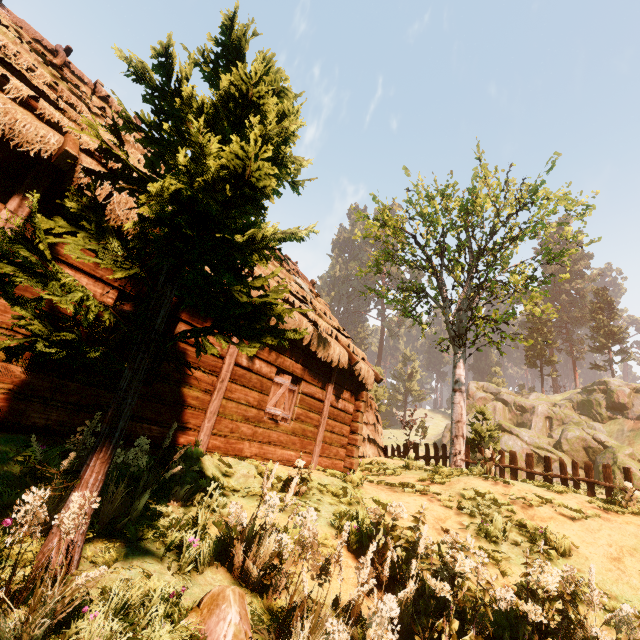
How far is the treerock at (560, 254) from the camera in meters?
13.2

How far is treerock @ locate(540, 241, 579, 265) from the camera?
13.2 meters

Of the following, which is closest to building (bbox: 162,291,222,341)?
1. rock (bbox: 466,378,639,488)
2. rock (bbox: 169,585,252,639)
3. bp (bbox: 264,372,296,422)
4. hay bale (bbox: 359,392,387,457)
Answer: bp (bbox: 264,372,296,422)

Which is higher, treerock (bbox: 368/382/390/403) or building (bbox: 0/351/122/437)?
treerock (bbox: 368/382/390/403)

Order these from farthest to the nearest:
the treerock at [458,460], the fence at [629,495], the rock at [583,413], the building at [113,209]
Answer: the rock at [583,413] < the treerock at [458,460] < the fence at [629,495] < the building at [113,209]

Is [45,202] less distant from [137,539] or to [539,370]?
[137,539]

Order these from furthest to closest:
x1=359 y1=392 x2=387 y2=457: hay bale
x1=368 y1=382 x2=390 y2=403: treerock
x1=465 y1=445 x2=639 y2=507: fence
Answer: x1=368 y1=382 x2=390 y2=403: treerock, x1=359 y1=392 x2=387 y2=457: hay bale, x1=465 y1=445 x2=639 y2=507: fence

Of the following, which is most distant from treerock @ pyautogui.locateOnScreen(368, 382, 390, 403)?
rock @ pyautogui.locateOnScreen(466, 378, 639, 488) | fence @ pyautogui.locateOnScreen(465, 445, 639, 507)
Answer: rock @ pyautogui.locateOnScreen(466, 378, 639, 488)
